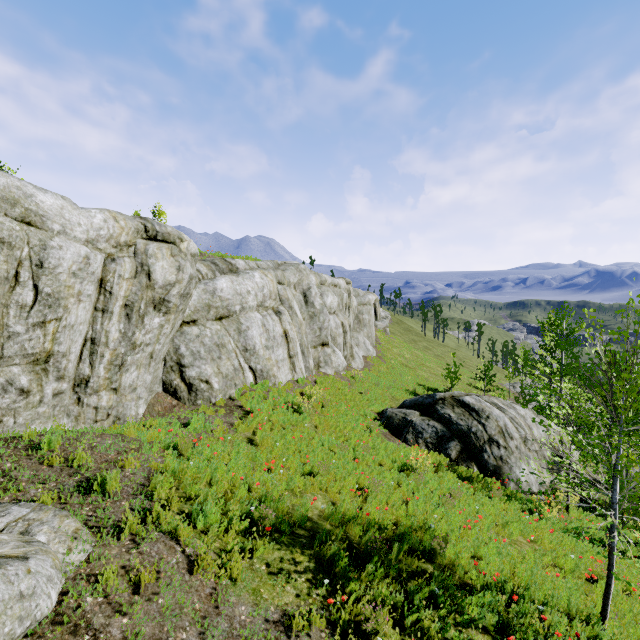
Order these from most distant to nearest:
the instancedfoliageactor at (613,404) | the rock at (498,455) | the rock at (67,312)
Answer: the rock at (498,455)
the rock at (67,312)
the instancedfoliageactor at (613,404)

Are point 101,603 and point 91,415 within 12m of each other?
yes

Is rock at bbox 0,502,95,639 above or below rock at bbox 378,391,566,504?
above

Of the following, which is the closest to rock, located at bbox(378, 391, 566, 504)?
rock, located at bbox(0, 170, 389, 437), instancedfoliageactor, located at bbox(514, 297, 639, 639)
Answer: rock, located at bbox(0, 170, 389, 437)

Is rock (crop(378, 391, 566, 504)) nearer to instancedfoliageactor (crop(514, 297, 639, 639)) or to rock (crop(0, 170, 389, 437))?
rock (crop(0, 170, 389, 437))

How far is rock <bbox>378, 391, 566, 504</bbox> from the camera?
13.0 meters

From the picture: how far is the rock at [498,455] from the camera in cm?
1300
